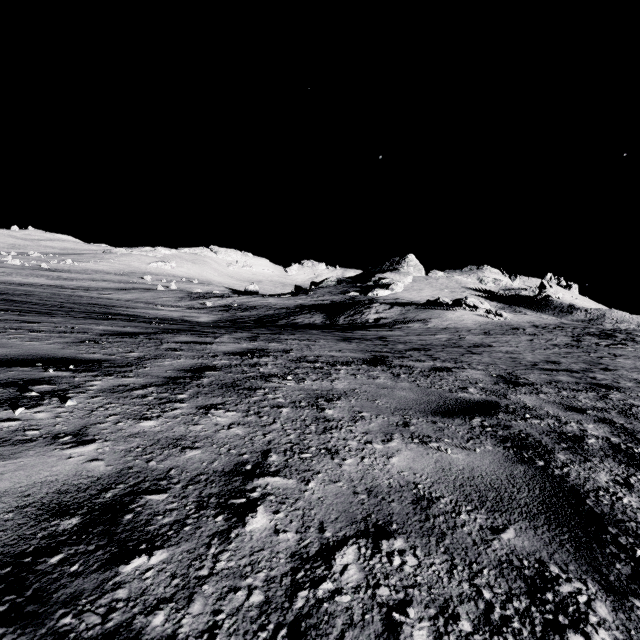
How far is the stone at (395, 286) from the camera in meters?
54.0

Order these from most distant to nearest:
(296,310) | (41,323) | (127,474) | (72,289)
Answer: (72,289) → (296,310) → (41,323) → (127,474)

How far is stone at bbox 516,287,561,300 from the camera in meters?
55.4

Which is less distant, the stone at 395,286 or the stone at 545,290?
the stone at 395,286

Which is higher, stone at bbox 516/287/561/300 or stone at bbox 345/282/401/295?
stone at bbox 516/287/561/300

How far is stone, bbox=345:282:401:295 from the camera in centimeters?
5400cm

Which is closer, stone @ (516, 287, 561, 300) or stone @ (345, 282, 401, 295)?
stone @ (345, 282, 401, 295)
